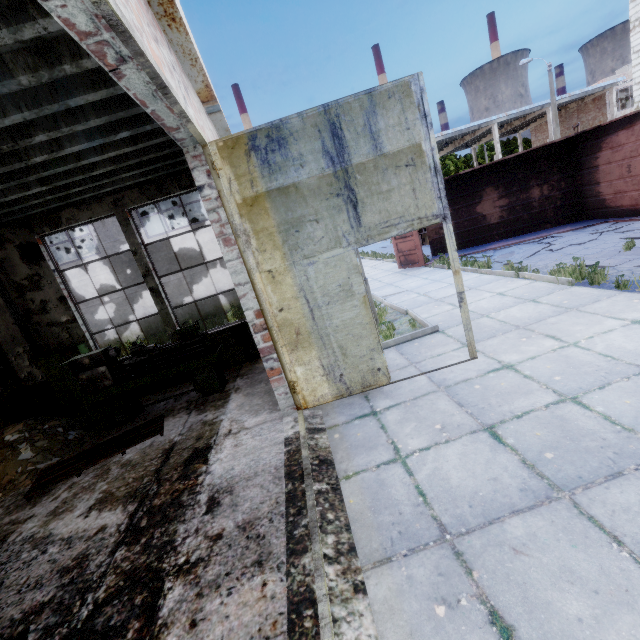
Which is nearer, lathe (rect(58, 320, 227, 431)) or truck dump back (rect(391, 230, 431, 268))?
lathe (rect(58, 320, 227, 431))

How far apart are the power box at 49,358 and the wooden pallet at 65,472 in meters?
1.9

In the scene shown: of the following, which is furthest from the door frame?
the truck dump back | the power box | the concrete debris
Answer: the truck dump back

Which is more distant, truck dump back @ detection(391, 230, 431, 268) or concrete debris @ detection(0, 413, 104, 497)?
truck dump back @ detection(391, 230, 431, 268)

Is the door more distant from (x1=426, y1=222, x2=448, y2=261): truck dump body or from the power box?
(x1=426, y1=222, x2=448, y2=261): truck dump body

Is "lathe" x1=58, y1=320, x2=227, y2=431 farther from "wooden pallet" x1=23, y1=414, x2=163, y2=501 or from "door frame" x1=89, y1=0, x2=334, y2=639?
"door frame" x1=89, y1=0, x2=334, y2=639

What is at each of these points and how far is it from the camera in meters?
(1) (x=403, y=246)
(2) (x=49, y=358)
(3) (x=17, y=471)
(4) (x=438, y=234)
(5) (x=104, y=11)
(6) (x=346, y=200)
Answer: (1) truck dump back, 13.6
(2) power box, 7.1
(3) concrete debris, 5.6
(4) truck dump body, 14.1
(5) door frame, 1.7
(6) door, 4.2

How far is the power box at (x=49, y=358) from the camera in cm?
711
